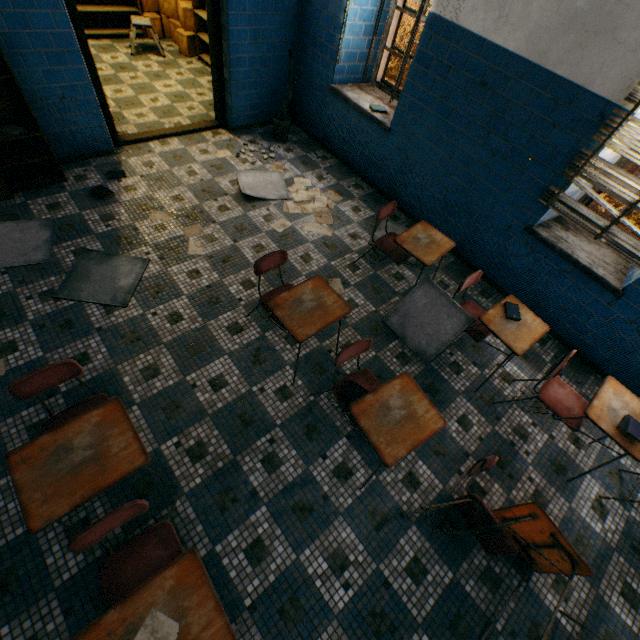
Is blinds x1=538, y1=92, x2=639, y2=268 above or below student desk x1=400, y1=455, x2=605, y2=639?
above

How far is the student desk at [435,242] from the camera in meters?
3.1

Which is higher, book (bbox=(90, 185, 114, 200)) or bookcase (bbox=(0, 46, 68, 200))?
bookcase (bbox=(0, 46, 68, 200))

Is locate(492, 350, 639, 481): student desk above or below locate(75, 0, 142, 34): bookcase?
above

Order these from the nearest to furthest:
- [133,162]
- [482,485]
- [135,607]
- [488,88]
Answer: [135,607]
[482,485]
[488,88]
[133,162]

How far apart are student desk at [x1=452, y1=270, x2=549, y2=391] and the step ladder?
6.94m

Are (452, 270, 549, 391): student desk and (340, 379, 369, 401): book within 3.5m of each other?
yes

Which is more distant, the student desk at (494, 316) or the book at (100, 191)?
the book at (100, 191)
